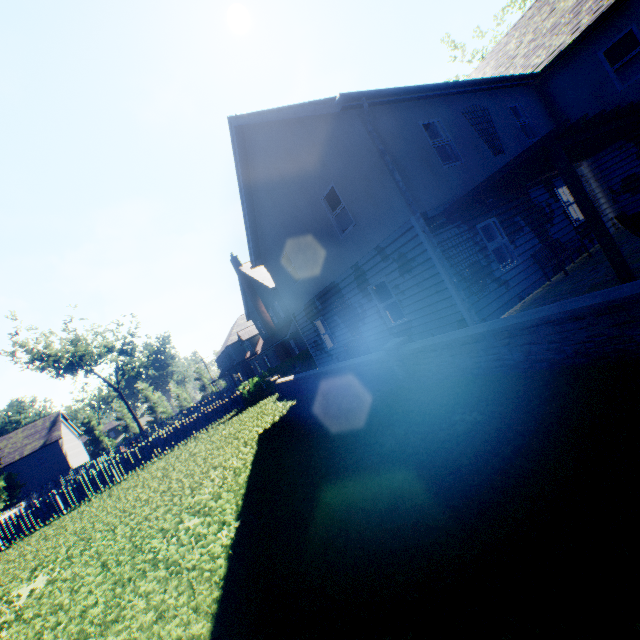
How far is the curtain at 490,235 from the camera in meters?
9.8 m

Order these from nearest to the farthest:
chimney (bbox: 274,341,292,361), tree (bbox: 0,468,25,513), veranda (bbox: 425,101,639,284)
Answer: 1. veranda (bbox: 425,101,639,284)
2. tree (bbox: 0,468,25,513)
3. chimney (bbox: 274,341,292,361)

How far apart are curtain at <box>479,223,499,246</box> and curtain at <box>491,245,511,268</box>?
0.07m

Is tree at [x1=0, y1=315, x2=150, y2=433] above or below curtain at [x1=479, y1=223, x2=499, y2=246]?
above

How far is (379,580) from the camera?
2.6 meters

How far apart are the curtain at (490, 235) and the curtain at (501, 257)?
0.1m

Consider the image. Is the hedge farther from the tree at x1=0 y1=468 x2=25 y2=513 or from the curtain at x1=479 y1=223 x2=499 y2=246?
the tree at x1=0 y1=468 x2=25 y2=513

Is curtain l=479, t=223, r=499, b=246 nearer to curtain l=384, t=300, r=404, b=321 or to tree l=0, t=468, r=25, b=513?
curtain l=384, t=300, r=404, b=321
